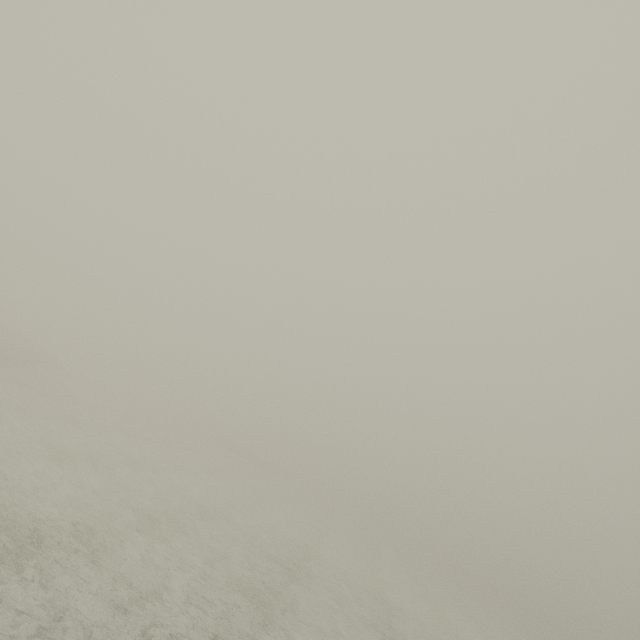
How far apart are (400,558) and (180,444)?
35.5 meters
